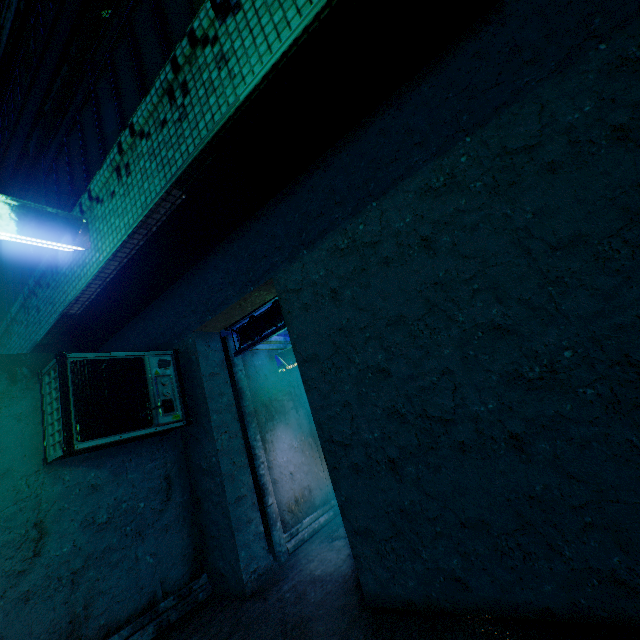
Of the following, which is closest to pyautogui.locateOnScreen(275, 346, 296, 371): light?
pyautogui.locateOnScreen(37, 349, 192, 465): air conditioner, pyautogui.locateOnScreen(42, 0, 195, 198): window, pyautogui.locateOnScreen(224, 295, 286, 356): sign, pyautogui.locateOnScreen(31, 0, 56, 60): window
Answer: pyautogui.locateOnScreen(224, 295, 286, 356): sign

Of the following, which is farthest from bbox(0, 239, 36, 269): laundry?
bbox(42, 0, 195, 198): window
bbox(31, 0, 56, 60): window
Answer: bbox(31, 0, 56, 60): window

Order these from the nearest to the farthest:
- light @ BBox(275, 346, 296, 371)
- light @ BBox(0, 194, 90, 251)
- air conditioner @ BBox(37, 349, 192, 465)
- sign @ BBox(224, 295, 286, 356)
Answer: light @ BBox(0, 194, 90, 251) → air conditioner @ BBox(37, 349, 192, 465) → sign @ BBox(224, 295, 286, 356) → light @ BBox(275, 346, 296, 371)

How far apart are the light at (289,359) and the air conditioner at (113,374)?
1.7m

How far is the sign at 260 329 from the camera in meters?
4.2 m

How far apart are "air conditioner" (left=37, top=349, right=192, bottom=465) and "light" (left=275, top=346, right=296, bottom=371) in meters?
1.7 m

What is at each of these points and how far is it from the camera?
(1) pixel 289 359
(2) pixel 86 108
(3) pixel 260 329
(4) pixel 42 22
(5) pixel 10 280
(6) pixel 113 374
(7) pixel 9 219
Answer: (1) light, 5.4m
(2) window, 3.5m
(3) sign, 4.4m
(4) window, 4.6m
(5) window, 5.0m
(6) air conditioner, 3.3m
(7) light, 2.3m

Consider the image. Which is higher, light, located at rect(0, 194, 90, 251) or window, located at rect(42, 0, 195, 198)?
window, located at rect(42, 0, 195, 198)
